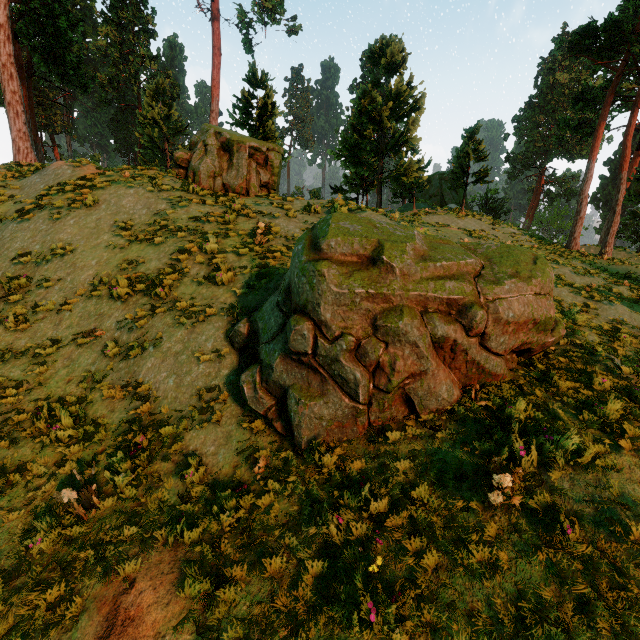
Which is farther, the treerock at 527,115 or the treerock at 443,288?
the treerock at 527,115

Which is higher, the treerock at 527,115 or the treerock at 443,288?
the treerock at 527,115

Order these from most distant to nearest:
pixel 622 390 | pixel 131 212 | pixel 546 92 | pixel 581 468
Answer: pixel 546 92 < pixel 131 212 < pixel 622 390 < pixel 581 468

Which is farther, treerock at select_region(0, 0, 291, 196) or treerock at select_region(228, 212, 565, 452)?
treerock at select_region(0, 0, 291, 196)

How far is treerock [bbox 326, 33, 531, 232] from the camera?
19.0 meters
